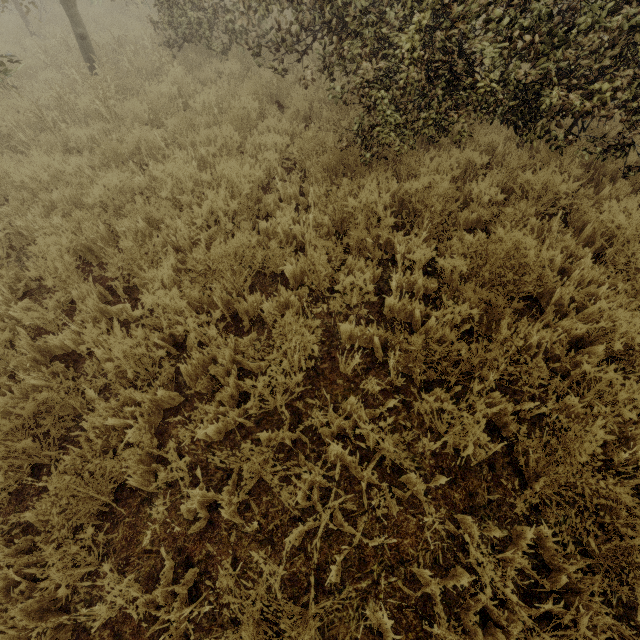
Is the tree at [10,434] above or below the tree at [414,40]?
below

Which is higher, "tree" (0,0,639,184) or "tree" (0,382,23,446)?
"tree" (0,0,639,184)

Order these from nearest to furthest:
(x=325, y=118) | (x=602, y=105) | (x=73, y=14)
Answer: (x=602, y=105) < (x=325, y=118) < (x=73, y=14)
